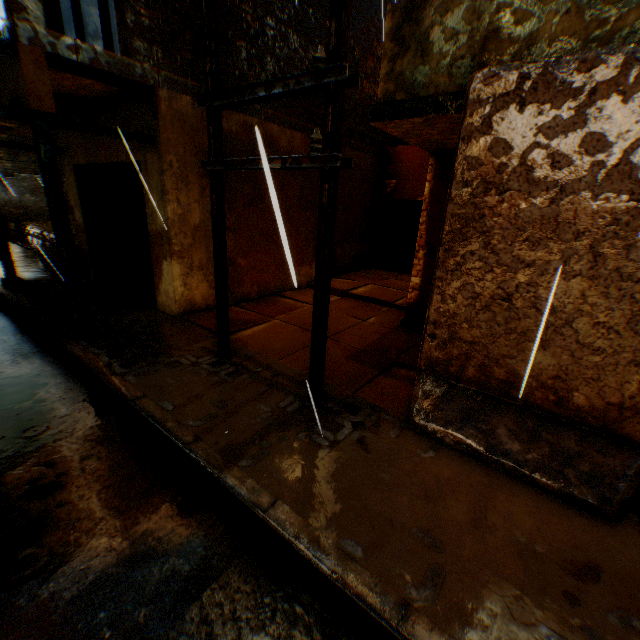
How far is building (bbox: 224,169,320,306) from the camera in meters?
6.7

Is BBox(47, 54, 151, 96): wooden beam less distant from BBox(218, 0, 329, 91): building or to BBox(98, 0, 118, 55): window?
BBox(218, 0, 329, 91): building

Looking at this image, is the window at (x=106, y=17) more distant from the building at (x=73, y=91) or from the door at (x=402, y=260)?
the door at (x=402, y=260)

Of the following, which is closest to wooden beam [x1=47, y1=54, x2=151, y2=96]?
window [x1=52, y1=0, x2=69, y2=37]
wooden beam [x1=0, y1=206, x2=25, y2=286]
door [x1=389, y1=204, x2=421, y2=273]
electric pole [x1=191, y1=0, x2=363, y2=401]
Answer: window [x1=52, y1=0, x2=69, y2=37]

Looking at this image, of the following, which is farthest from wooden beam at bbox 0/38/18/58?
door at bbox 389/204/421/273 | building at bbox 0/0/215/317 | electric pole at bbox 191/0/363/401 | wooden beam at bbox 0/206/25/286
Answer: door at bbox 389/204/421/273

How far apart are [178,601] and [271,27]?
8.8 meters

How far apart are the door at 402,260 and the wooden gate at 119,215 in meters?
8.0

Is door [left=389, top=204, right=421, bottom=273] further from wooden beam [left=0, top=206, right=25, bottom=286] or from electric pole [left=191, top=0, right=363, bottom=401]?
wooden beam [left=0, top=206, right=25, bottom=286]
